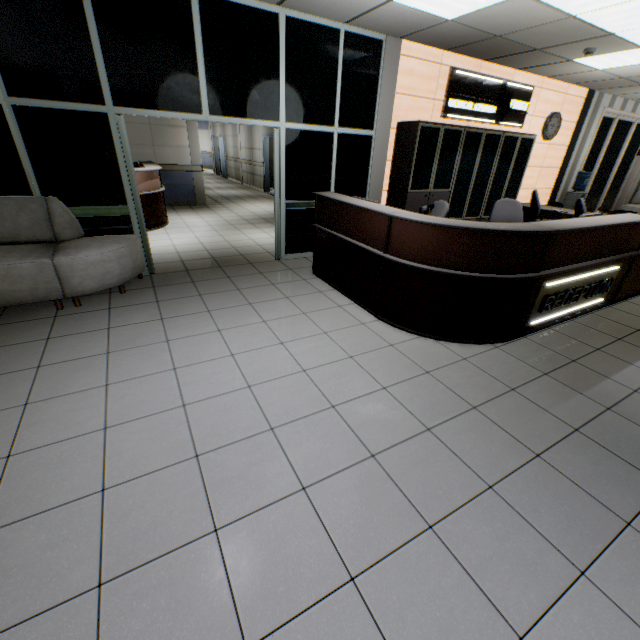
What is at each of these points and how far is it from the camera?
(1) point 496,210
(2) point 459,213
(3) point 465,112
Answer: (1) chair, 5.00m
(2) cabinet, 6.46m
(3) sign, 6.07m

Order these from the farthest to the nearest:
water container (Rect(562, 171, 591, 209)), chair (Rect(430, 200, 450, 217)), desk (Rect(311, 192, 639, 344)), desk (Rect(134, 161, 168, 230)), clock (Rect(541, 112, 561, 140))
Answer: water container (Rect(562, 171, 591, 209)), clock (Rect(541, 112, 561, 140)), desk (Rect(134, 161, 168, 230)), chair (Rect(430, 200, 450, 217)), desk (Rect(311, 192, 639, 344))

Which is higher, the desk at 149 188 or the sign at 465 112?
the sign at 465 112

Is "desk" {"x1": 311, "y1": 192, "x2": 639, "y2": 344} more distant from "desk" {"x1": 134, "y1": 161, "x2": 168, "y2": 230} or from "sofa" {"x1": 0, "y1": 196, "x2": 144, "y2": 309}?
"desk" {"x1": 134, "y1": 161, "x2": 168, "y2": 230}

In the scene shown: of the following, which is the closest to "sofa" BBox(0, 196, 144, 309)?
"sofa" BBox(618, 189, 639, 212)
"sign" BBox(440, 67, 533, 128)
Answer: "sign" BBox(440, 67, 533, 128)

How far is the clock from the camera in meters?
7.2 m

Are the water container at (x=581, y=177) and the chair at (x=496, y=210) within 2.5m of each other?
no

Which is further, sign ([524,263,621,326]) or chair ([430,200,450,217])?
chair ([430,200,450,217])
